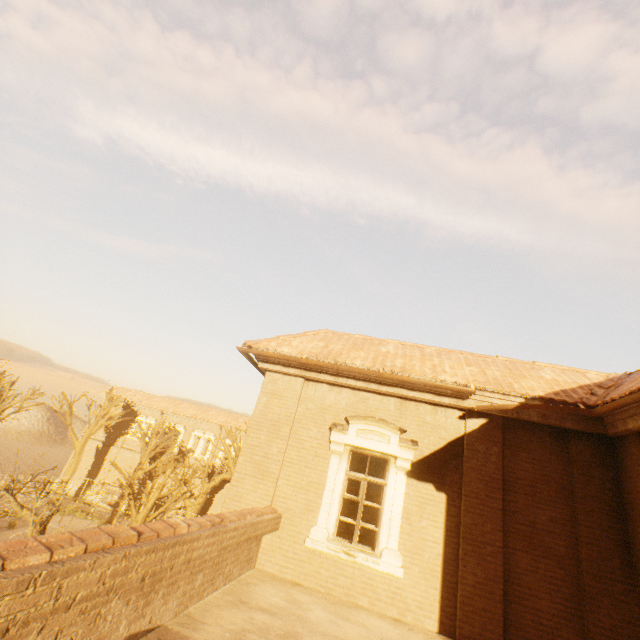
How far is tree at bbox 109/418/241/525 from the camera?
14.3m

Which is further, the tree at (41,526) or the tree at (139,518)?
the tree at (139,518)

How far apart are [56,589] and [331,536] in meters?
5.9

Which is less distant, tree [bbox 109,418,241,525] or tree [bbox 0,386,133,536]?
tree [bbox 0,386,133,536]

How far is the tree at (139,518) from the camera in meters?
14.3
